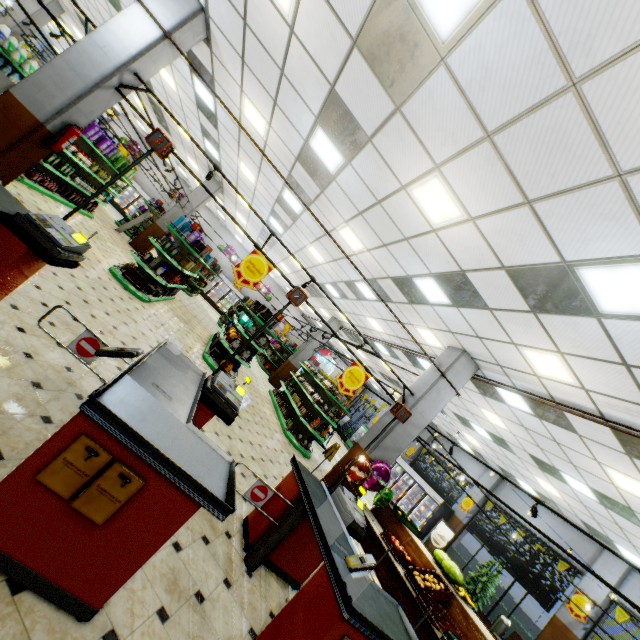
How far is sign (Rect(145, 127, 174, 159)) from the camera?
3.38m

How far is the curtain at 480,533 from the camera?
12.3 meters

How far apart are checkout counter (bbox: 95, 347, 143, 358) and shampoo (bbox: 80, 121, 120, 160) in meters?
10.1 m

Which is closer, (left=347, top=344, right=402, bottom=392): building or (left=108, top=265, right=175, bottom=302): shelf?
(left=108, top=265, right=175, bottom=302): shelf

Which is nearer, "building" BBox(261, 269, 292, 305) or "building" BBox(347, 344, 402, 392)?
"building" BBox(347, 344, 402, 392)

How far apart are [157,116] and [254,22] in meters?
12.9

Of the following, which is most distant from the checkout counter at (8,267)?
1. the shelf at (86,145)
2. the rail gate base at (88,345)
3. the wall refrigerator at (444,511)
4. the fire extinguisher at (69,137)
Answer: the wall refrigerator at (444,511)

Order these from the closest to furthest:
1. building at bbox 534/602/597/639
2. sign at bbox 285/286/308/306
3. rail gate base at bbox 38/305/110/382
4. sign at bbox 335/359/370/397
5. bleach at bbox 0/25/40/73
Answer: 1. rail gate base at bbox 38/305/110/382
2. sign at bbox 285/286/308/306
3. sign at bbox 335/359/370/397
4. bleach at bbox 0/25/40/73
5. building at bbox 534/602/597/639
